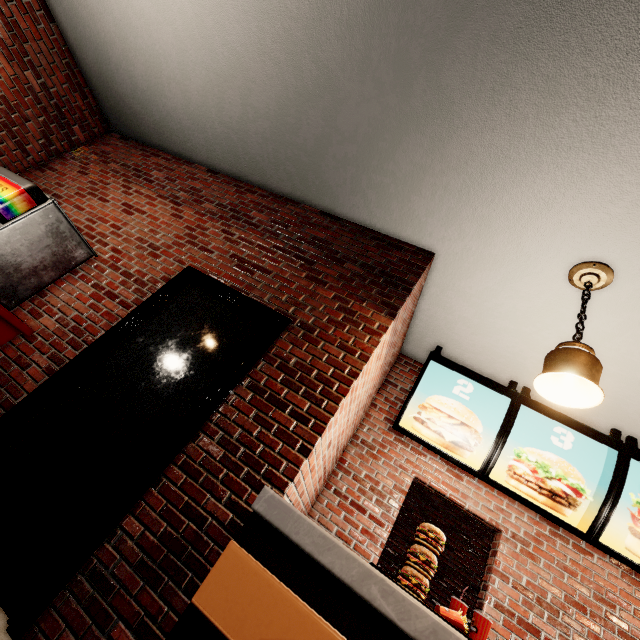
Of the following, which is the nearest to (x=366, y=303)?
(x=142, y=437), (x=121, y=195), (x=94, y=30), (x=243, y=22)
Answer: (x=142, y=437)
